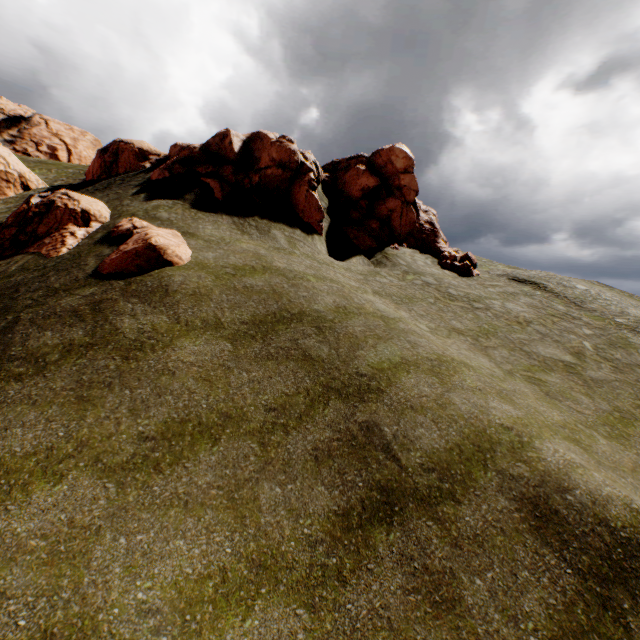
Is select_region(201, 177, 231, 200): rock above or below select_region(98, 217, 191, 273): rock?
above

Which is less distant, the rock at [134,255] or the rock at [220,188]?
the rock at [134,255]

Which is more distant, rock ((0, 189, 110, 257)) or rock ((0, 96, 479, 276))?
rock ((0, 96, 479, 276))

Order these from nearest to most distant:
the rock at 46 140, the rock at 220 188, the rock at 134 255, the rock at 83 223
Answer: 1. the rock at 134 255
2. the rock at 83 223
3. the rock at 220 188
4. the rock at 46 140

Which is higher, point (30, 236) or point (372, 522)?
point (30, 236)

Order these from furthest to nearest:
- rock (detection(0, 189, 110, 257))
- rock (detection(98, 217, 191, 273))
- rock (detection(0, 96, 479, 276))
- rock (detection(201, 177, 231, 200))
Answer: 1. rock (detection(0, 96, 479, 276))
2. rock (detection(201, 177, 231, 200))
3. rock (detection(0, 189, 110, 257))
4. rock (detection(98, 217, 191, 273))

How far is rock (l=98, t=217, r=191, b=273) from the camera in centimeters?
1170cm
